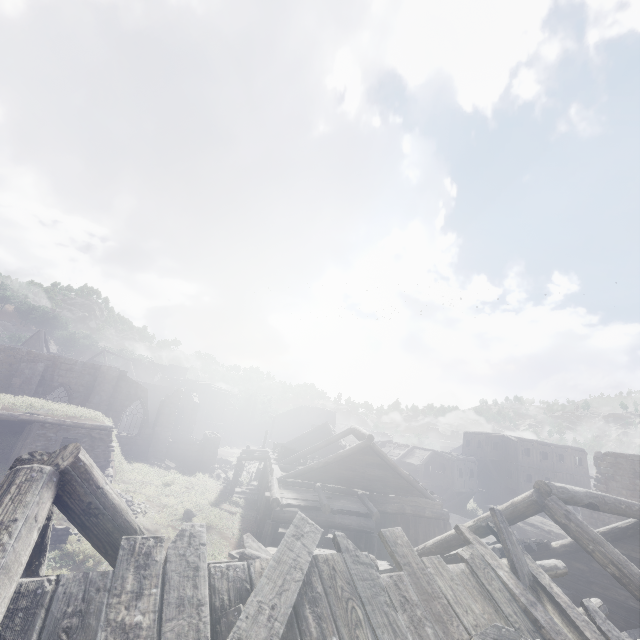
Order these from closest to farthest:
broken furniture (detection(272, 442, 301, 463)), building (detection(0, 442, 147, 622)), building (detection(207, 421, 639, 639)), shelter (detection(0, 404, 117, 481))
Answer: →
building (detection(0, 442, 147, 622))
building (detection(207, 421, 639, 639))
shelter (detection(0, 404, 117, 481))
broken furniture (detection(272, 442, 301, 463))

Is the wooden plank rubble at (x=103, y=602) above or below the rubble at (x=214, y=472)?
above

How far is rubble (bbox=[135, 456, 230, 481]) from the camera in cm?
2539

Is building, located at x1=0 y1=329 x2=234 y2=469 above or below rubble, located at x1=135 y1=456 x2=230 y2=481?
above

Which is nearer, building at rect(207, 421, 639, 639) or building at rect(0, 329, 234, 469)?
building at rect(207, 421, 639, 639)

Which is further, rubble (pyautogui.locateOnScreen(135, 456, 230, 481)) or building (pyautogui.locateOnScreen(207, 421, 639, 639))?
rubble (pyautogui.locateOnScreen(135, 456, 230, 481))

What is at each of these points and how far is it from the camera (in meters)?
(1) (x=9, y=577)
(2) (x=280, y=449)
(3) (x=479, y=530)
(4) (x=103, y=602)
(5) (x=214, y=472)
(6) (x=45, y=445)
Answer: (1) building, 2.28
(2) broken furniture, 26.16
(3) building, 8.05
(4) wooden plank rubble, 2.54
(5) rubble, 29.33
(6) shelter, 16.67

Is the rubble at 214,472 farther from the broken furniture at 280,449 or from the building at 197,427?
the broken furniture at 280,449
